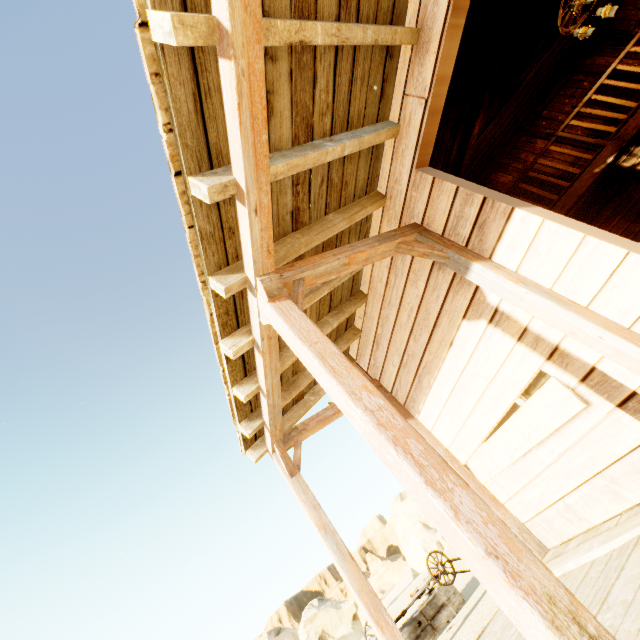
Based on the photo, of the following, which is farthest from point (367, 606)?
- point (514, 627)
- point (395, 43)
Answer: point (395, 43)

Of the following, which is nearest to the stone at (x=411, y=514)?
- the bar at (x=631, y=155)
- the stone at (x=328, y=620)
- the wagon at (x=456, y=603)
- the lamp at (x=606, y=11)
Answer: the stone at (x=328, y=620)

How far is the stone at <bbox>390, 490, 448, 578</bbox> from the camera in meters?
34.0

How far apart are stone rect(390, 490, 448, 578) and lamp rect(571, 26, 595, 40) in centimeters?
4050cm

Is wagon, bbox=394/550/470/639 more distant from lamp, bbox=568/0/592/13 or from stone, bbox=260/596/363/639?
stone, bbox=260/596/363/639

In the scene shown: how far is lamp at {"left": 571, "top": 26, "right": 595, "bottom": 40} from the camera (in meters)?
5.77

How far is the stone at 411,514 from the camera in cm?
3397

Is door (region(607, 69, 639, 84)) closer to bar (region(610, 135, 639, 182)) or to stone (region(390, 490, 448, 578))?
bar (region(610, 135, 639, 182))
